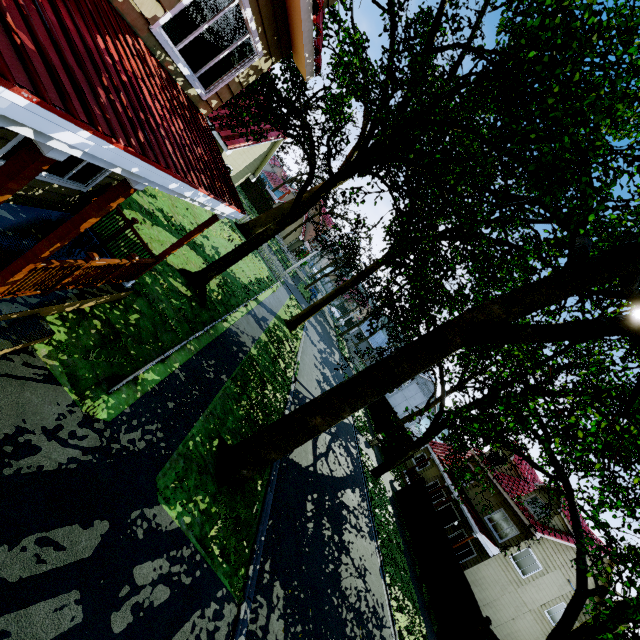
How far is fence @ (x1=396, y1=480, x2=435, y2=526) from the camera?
19.2m

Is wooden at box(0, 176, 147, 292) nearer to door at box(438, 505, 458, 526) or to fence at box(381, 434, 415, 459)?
fence at box(381, 434, 415, 459)

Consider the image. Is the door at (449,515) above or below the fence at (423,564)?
above

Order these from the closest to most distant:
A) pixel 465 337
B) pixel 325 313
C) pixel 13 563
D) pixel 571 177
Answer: pixel 13 563 → pixel 571 177 → pixel 465 337 → pixel 325 313

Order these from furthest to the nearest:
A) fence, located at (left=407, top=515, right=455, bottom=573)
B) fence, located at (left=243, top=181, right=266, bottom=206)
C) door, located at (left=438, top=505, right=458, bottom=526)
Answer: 1. fence, located at (left=243, top=181, right=266, bottom=206)
2. door, located at (left=438, top=505, right=458, bottom=526)
3. fence, located at (left=407, top=515, right=455, bottom=573)

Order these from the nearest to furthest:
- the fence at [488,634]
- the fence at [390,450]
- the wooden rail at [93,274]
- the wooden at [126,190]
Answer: the wooden at [126,190] → the wooden rail at [93,274] → the fence at [488,634] → the fence at [390,450]

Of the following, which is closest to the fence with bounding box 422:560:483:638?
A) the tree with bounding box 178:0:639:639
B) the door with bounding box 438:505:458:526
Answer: the tree with bounding box 178:0:639:639
